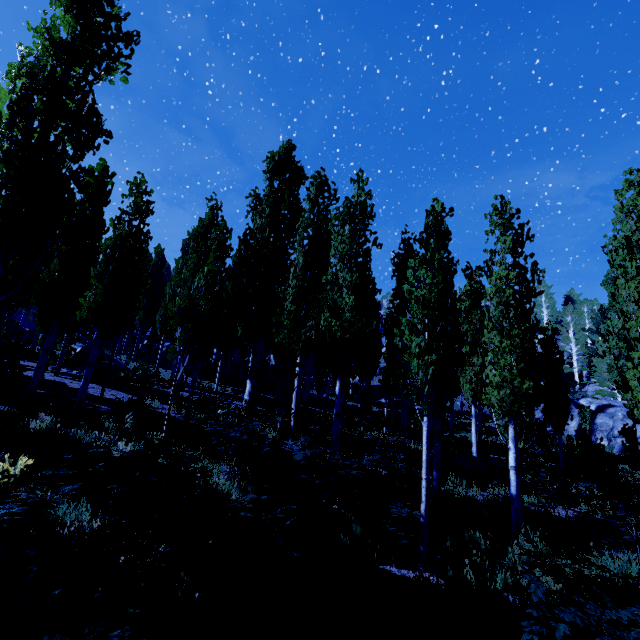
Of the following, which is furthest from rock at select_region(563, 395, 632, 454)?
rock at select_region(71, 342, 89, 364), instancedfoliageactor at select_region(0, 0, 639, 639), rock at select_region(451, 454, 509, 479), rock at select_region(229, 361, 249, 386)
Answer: rock at select_region(71, 342, 89, 364)

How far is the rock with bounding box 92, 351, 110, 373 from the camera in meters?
18.5

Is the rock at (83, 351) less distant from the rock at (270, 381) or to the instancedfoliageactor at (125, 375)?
the instancedfoliageactor at (125, 375)

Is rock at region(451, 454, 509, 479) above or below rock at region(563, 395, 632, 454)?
below

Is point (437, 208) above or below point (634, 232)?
above

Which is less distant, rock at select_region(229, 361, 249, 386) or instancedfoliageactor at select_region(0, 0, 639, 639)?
instancedfoliageactor at select_region(0, 0, 639, 639)

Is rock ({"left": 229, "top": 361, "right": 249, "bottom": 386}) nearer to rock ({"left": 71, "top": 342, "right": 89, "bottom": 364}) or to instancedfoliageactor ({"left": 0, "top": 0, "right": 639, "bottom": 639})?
instancedfoliageactor ({"left": 0, "top": 0, "right": 639, "bottom": 639})

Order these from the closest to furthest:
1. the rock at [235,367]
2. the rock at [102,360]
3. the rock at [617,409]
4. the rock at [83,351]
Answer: the rock at [102,360] → the rock at [83,351] → the rock at [617,409] → the rock at [235,367]
